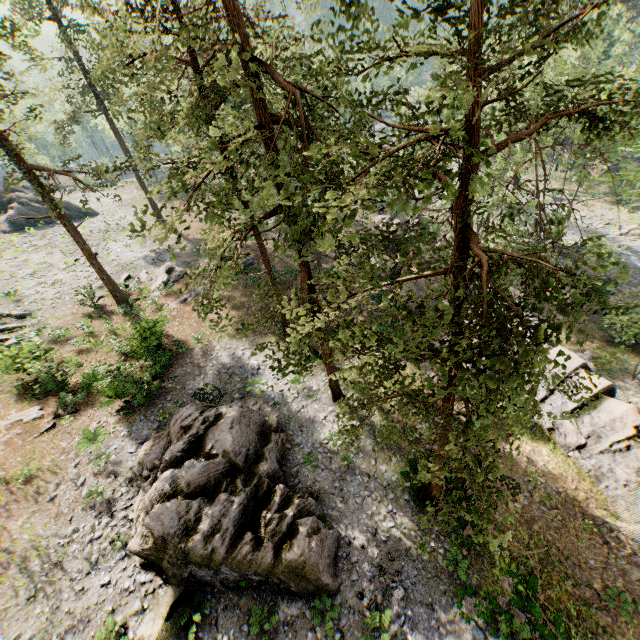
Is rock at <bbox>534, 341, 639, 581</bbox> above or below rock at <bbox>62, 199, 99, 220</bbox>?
below

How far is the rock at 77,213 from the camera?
42.8 meters

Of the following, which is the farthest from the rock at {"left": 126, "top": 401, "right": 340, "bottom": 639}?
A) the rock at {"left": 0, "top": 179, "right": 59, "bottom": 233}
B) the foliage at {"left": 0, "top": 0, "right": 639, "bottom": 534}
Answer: the rock at {"left": 0, "top": 179, "right": 59, "bottom": 233}

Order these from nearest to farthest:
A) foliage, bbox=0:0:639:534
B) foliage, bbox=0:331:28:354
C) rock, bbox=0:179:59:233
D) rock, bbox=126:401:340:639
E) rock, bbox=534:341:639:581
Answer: foliage, bbox=0:0:639:534
rock, bbox=126:401:340:639
rock, bbox=534:341:639:581
foliage, bbox=0:331:28:354
rock, bbox=0:179:59:233

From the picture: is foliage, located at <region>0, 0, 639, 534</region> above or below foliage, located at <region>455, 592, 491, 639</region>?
above

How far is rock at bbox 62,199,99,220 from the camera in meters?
42.8

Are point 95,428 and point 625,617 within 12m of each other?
no

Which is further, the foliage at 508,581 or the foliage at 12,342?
the foliage at 12,342
